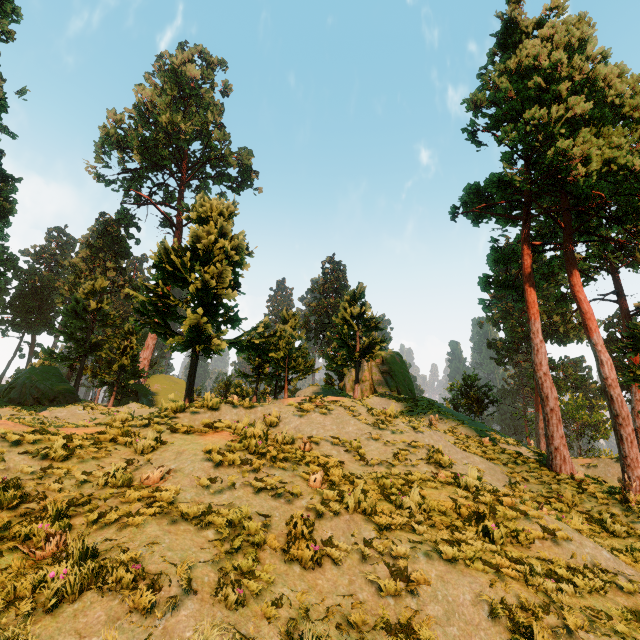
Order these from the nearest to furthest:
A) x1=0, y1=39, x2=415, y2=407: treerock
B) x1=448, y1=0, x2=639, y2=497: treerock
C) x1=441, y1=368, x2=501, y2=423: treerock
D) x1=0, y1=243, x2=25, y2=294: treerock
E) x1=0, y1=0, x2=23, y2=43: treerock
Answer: x1=448, y1=0, x2=639, y2=497: treerock → x1=0, y1=39, x2=415, y2=407: treerock → x1=0, y1=0, x2=23, y2=43: treerock → x1=0, y1=243, x2=25, y2=294: treerock → x1=441, y1=368, x2=501, y2=423: treerock

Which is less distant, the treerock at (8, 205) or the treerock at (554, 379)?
the treerock at (554, 379)

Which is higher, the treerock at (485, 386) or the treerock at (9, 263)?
the treerock at (9, 263)

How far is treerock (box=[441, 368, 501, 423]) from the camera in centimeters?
3612cm

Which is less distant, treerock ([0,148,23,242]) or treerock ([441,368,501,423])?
treerock ([0,148,23,242])

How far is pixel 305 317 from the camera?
50.22m
